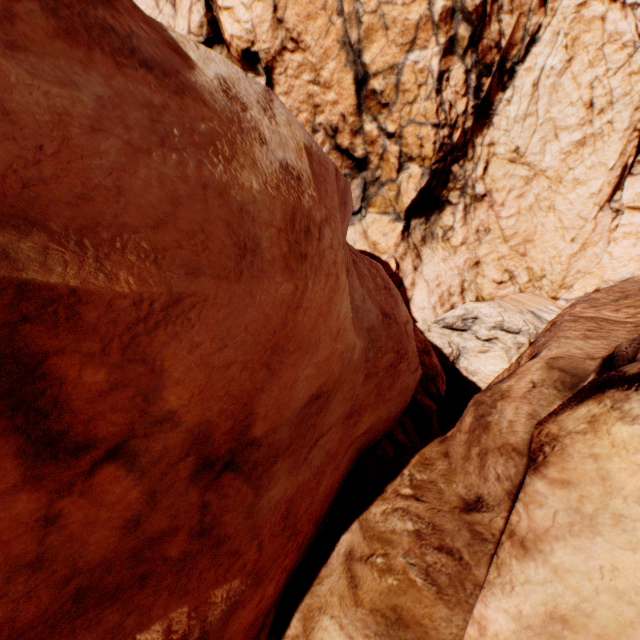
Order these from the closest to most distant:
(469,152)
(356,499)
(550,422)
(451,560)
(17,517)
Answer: (17,517) < (550,422) < (451,560) < (356,499) < (469,152)
